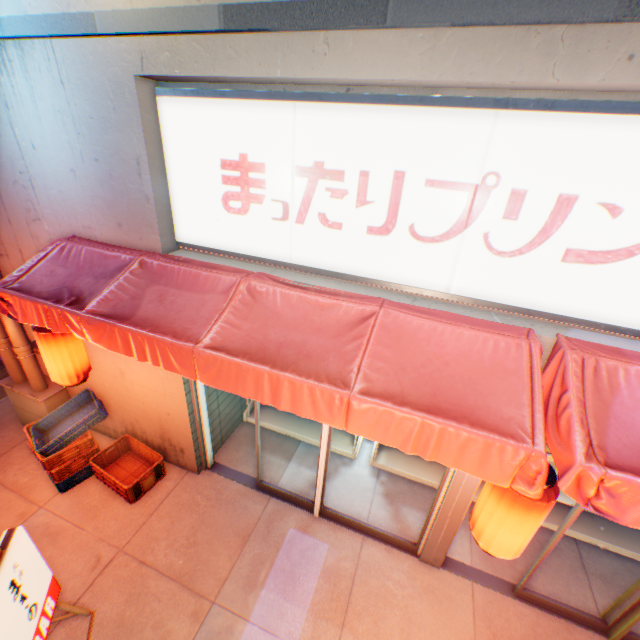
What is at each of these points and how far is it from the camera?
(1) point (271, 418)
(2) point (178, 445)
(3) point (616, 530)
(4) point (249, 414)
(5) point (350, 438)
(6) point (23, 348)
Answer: (1) metal shelf, 6.41m
(2) building, 5.20m
(3) metal shelf, 4.91m
(4) metal shelf, 6.42m
(5) metal shelf, 6.11m
(6) pipe, 4.96m

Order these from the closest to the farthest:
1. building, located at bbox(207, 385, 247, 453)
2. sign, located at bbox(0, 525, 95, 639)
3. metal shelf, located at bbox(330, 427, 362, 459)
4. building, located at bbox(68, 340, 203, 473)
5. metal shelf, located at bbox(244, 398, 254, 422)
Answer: sign, located at bbox(0, 525, 95, 639) → building, located at bbox(68, 340, 203, 473) → building, located at bbox(207, 385, 247, 453) → metal shelf, located at bbox(330, 427, 362, 459) → metal shelf, located at bbox(244, 398, 254, 422)

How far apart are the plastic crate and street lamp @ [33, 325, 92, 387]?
0.8m

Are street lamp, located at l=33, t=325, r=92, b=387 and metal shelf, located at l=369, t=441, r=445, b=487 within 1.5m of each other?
no

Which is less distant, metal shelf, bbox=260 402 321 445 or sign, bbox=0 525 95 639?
sign, bbox=0 525 95 639

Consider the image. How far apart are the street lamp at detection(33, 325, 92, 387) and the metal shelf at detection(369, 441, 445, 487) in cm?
418

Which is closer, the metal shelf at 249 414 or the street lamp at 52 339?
the street lamp at 52 339

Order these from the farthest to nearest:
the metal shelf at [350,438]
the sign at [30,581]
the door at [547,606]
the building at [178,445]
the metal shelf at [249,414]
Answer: the metal shelf at [249,414]
the metal shelf at [350,438]
the building at [178,445]
the door at [547,606]
the sign at [30,581]
